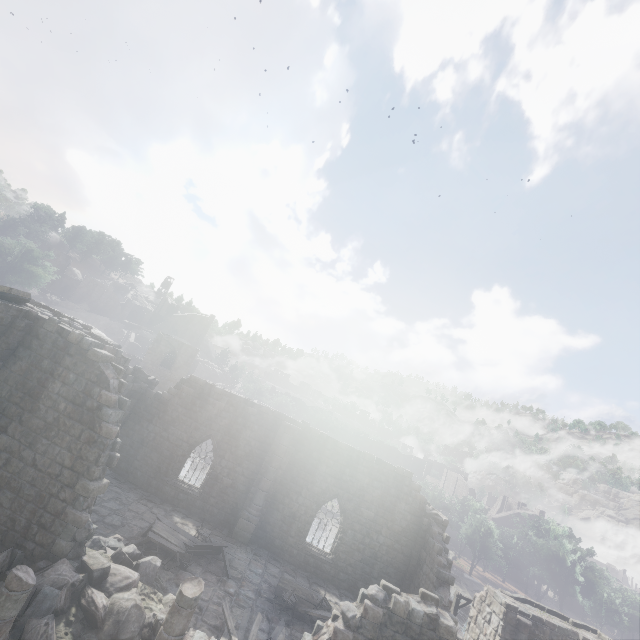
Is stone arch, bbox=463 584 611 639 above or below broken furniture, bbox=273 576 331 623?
above

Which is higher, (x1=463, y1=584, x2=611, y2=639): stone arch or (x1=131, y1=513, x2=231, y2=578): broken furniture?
(x1=463, y1=584, x2=611, y2=639): stone arch

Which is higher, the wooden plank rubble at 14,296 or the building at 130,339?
the wooden plank rubble at 14,296

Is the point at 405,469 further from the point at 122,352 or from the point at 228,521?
the point at 122,352

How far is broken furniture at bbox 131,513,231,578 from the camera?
13.0m

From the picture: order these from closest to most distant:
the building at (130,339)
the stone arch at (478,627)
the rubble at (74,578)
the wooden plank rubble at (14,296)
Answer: the rubble at (74,578) < the building at (130,339) < the wooden plank rubble at (14,296) < the stone arch at (478,627)

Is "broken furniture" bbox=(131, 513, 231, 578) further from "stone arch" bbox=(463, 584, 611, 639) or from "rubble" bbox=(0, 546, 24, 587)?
"stone arch" bbox=(463, 584, 611, 639)

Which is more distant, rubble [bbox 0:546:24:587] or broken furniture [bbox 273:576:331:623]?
broken furniture [bbox 273:576:331:623]
